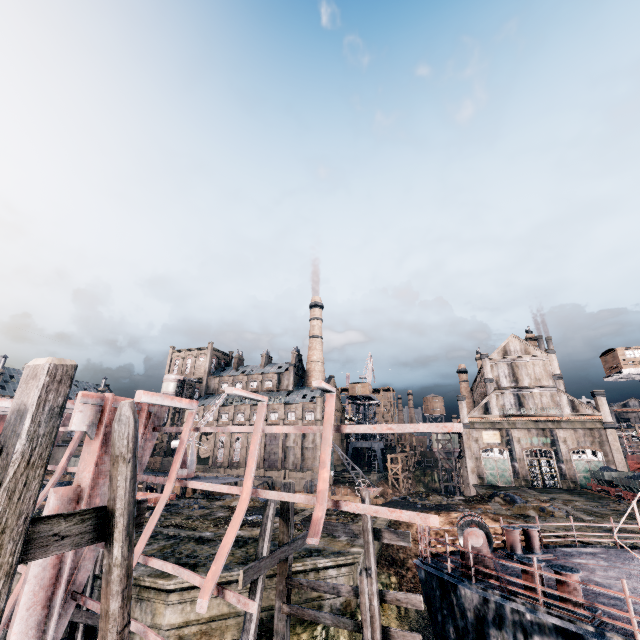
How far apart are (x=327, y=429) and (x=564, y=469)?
56.44m

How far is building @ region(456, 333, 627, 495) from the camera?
46.7 meters

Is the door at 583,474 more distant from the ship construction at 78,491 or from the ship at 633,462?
the ship construction at 78,491

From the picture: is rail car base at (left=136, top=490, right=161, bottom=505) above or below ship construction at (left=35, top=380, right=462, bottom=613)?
below

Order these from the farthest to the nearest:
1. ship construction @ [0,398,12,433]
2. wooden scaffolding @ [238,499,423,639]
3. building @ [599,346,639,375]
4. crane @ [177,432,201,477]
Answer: building @ [599,346,639,375]
crane @ [177,432,201,477]
ship construction @ [0,398,12,433]
wooden scaffolding @ [238,499,423,639]

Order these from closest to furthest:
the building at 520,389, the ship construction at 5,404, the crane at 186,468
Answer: the ship construction at 5,404, the crane at 186,468, the building at 520,389

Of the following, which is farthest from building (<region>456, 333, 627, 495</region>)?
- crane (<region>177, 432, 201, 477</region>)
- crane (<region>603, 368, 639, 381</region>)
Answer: crane (<region>177, 432, 201, 477</region>)

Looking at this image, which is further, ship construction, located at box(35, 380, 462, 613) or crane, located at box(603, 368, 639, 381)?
crane, located at box(603, 368, 639, 381)
